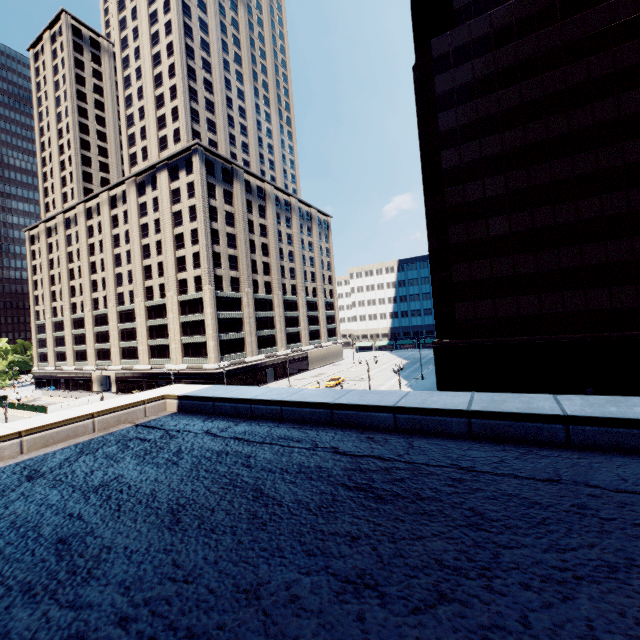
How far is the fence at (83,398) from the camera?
55.12m

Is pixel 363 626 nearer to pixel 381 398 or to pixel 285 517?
pixel 285 517

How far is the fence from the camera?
55.1m
